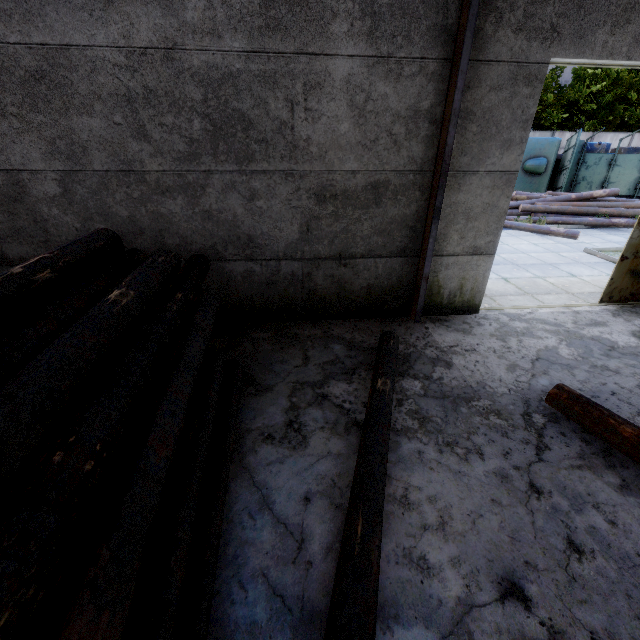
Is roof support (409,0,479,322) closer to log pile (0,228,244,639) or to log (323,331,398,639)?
log (323,331,398,639)

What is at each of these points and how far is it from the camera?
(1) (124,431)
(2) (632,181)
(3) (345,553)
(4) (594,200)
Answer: (1) log pile, 1.99m
(2) truck, 17.19m
(3) log, 2.32m
(4) log pile, 14.22m

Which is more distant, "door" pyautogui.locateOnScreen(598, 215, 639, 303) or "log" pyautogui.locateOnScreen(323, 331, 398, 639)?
"door" pyautogui.locateOnScreen(598, 215, 639, 303)

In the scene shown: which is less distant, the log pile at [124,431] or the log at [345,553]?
the log pile at [124,431]

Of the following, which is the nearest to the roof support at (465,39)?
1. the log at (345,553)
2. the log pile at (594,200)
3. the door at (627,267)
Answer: the log at (345,553)

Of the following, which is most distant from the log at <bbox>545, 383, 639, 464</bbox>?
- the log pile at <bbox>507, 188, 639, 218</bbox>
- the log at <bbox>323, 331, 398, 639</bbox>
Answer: the log pile at <bbox>507, 188, 639, 218</bbox>

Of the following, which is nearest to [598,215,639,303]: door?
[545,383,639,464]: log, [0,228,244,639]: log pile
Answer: [545,383,639,464]: log

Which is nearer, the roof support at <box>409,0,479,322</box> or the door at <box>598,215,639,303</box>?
the roof support at <box>409,0,479,322</box>
